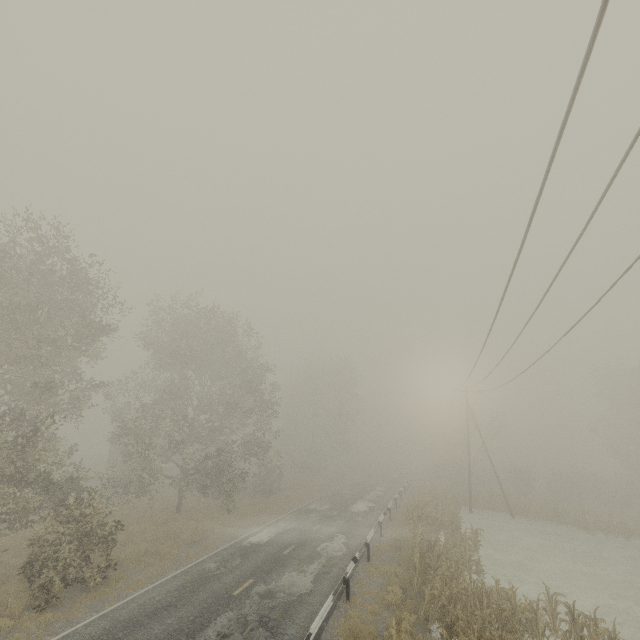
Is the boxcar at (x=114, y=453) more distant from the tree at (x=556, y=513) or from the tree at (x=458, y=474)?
the tree at (x=458, y=474)

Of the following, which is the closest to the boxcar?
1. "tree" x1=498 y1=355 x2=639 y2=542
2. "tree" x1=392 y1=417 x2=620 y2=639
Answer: "tree" x1=498 y1=355 x2=639 y2=542

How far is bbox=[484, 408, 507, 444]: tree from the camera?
39.1m

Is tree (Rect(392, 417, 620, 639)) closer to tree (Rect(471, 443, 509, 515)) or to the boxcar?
tree (Rect(471, 443, 509, 515))

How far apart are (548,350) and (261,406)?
19.93m

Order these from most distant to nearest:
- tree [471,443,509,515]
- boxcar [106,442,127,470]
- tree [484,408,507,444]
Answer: tree [484,408,507,444]
boxcar [106,442,127,470]
tree [471,443,509,515]

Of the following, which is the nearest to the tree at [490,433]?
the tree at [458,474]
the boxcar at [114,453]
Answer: the tree at [458,474]
